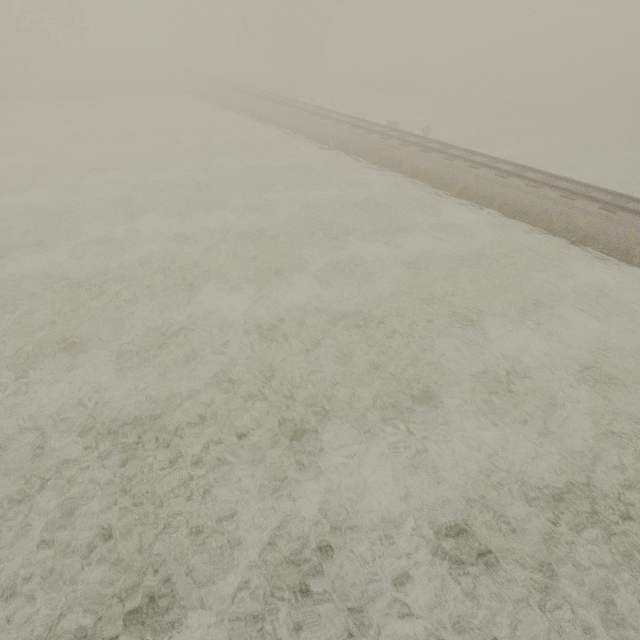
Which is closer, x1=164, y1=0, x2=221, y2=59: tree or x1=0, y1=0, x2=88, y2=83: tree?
x1=0, y1=0, x2=88, y2=83: tree

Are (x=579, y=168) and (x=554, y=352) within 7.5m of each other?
no

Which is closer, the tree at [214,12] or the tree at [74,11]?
the tree at [74,11]
